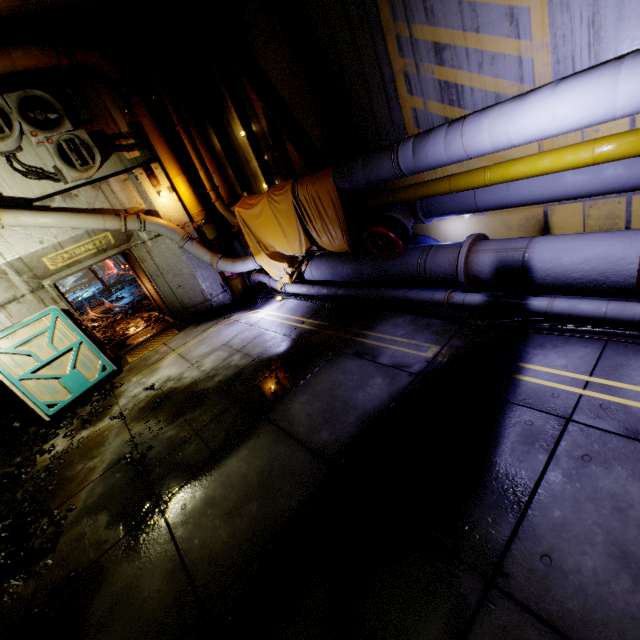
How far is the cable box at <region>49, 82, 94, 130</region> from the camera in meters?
6.8

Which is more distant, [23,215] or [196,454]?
[23,215]

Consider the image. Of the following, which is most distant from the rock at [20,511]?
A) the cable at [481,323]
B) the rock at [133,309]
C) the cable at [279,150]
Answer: the cable at [279,150]

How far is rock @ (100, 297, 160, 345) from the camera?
10.48m

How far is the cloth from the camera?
5.9 meters

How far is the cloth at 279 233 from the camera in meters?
5.9

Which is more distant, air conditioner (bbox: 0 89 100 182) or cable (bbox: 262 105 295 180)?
cable (bbox: 262 105 295 180)

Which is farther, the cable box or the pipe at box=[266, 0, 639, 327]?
the cable box
